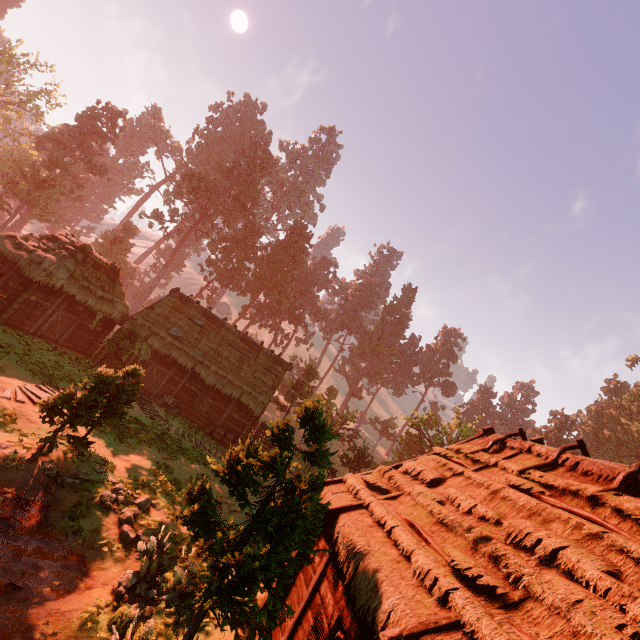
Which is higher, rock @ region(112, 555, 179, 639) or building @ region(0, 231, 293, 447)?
building @ region(0, 231, 293, 447)

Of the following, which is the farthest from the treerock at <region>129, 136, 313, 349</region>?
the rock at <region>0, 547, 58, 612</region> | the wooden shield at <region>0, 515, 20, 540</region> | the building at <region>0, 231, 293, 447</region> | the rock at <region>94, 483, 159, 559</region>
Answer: the rock at <region>0, 547, 58, 612</region>

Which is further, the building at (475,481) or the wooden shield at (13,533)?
the wooden shield at (13,533)

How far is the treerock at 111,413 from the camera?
10.28m

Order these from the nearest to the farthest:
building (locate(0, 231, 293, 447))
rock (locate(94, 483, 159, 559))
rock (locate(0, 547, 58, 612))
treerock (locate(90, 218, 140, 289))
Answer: rock (locate(0, 547, 58, 612)) < rock (locate(94, 483, 159, 559)) < building (locate(0, 231, 293, 447)) < treerock (locate(90, 218, 140, 289))

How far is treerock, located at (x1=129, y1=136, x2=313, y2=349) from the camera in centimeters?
4831cm

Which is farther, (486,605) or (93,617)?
(93,617)

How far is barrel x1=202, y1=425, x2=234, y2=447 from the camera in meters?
22.6 m
